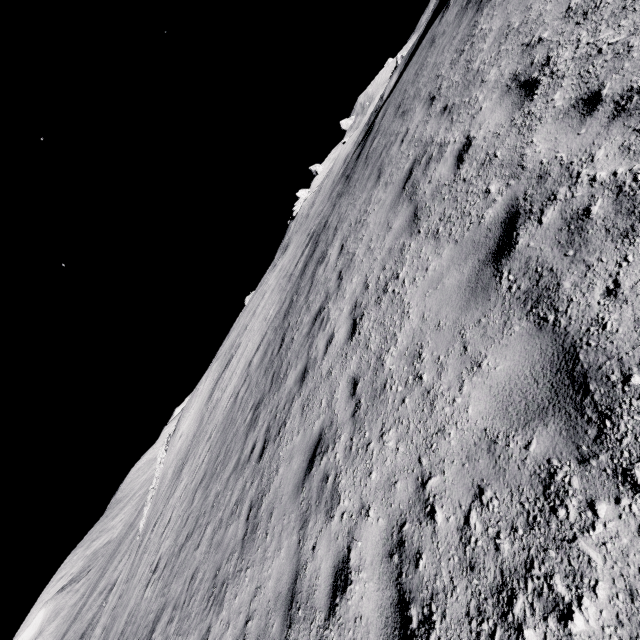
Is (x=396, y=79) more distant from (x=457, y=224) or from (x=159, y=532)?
(x=159, y=532)
